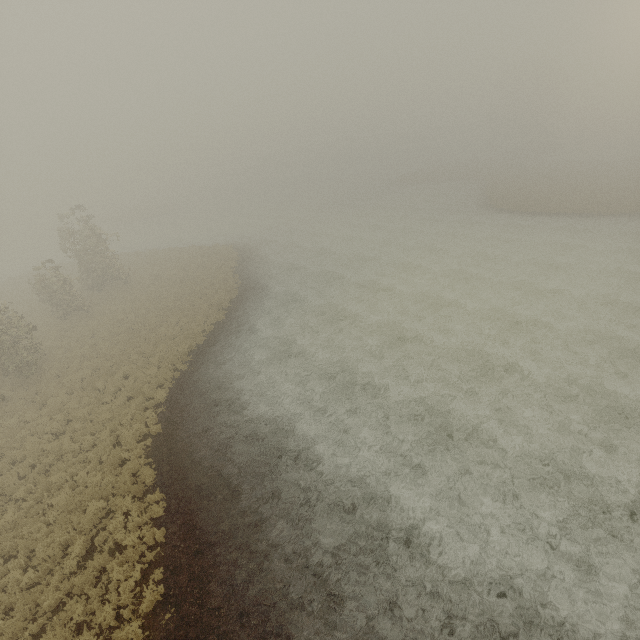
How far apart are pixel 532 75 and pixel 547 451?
69.4 meters
